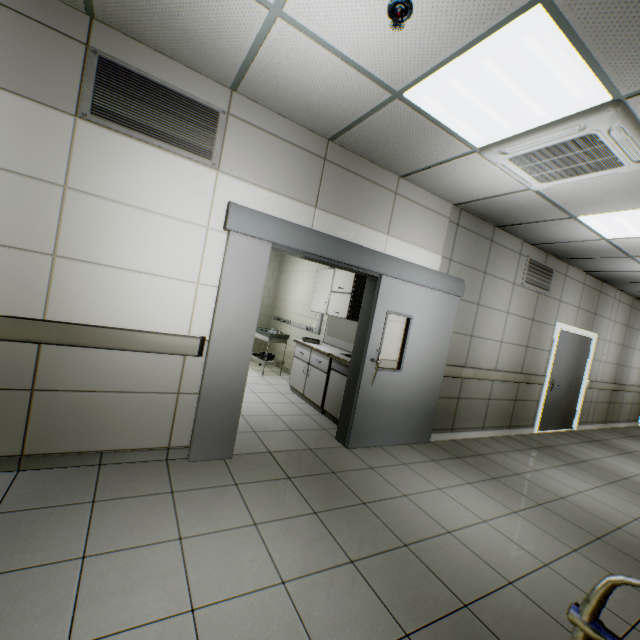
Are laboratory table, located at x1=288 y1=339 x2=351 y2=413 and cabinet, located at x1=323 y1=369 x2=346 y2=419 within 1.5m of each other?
yes

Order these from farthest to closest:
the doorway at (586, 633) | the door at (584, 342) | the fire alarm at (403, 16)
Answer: the door at (584, 342)
the fire alarm at (403, 16)
the doorway at (586, 633)

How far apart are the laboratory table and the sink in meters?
0.1

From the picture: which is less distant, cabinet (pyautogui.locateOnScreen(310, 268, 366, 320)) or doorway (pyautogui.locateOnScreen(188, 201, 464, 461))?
doorway (pyautogui.locateOnScreen(188, 201, 464, 461))

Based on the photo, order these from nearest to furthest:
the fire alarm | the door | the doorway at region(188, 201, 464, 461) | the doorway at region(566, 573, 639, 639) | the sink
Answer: the doorway at region(566, 573, 639, 639) < the fire alarm < the doorway at region(188, 201, 464, 461) < the sink < the door

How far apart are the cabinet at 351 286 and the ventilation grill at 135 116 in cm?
268

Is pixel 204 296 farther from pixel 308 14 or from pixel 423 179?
pixel 423 179

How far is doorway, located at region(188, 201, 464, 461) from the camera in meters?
2.9
